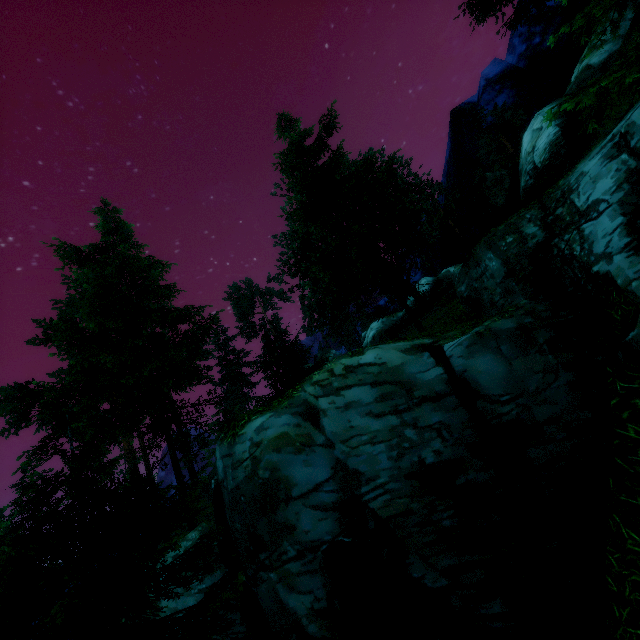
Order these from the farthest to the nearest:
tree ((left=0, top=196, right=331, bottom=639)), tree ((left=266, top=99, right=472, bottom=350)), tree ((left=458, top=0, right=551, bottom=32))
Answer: tree ((left=458, top=0, right=551, bottom=32)) < tree ((left=266, top=99, right=472, bottom=350)) < tree ((left=0, top=196, right=331, bottom=639))

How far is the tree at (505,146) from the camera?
34.88m

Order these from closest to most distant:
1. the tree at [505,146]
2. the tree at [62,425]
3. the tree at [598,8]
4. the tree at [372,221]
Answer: the tree at [62,425] → the tree at [598,8] → the tree at [372,221] → the tree at [505,146]

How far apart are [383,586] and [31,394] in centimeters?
2878cm

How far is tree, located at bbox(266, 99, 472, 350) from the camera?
13.8 meters

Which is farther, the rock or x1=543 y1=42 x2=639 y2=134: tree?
the rock

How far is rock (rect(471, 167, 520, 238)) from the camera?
23.1m

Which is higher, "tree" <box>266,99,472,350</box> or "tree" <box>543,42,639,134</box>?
"tree" <box>266,99,472,350</box>
